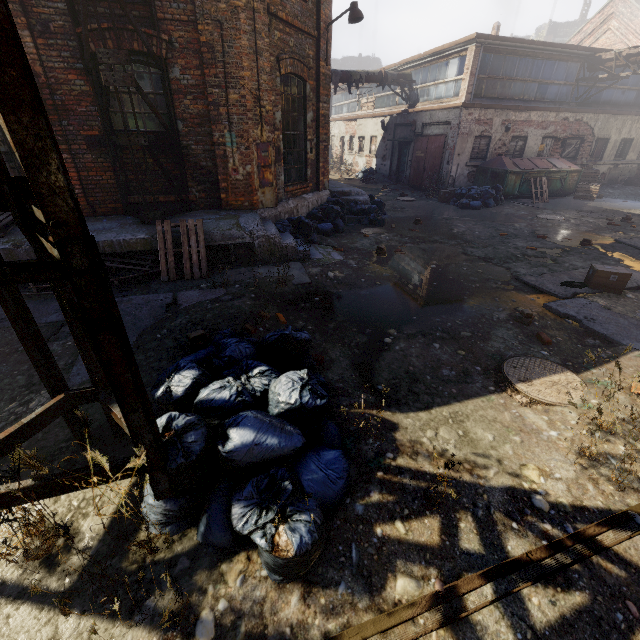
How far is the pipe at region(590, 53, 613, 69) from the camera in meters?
14.6

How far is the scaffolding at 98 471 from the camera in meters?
1.9 m

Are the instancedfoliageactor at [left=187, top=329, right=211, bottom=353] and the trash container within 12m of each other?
no

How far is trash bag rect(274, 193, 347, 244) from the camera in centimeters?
803cm

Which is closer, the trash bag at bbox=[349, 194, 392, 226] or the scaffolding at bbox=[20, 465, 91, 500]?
the scaffolding at bbox=[20, 465, 91, 500]

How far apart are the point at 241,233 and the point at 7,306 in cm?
480

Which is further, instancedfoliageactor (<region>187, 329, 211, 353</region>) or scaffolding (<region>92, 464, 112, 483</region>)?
instancedfoliageactor (<region>187, 329, 211, 353</region>)

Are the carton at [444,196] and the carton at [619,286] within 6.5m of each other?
no
